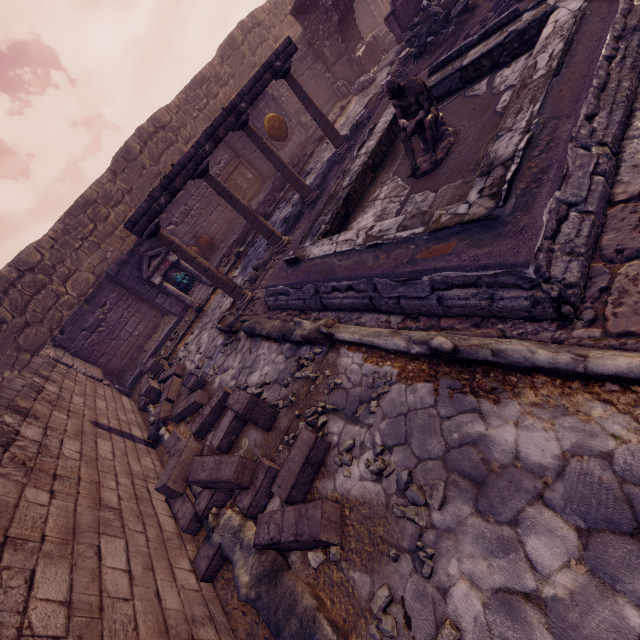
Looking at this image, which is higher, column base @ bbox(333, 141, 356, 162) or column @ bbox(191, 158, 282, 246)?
column @ bbox(191, 158, 282, 246)

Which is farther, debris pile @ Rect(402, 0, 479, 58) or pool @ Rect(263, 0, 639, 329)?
debris pile @ Rect(402, 0, 479, 58)

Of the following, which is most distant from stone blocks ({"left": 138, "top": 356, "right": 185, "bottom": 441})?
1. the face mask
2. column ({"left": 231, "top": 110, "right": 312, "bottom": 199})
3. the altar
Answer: column ({"left": 231, "top": 110, "right": 312, "bottom": 199})

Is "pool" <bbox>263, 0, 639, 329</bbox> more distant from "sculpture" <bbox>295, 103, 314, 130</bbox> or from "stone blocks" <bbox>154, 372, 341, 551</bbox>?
"sculpture" <bbox>295, 103, 314, 130</bbox>

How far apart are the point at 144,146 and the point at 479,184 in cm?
1532

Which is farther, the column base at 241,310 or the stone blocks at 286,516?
the column base at 241,310

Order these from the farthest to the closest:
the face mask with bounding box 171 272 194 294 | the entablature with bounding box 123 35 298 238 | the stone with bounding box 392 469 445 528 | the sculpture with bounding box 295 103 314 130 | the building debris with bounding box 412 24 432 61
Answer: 1. the sculpture with bounding box 295 103 314 130
2. the face mask with bounding box 171 272 194 294
3. the building debris with bounding box 412 24 432 61
4. the entablature with bounding box 123 35 298 238
5. the stone with bounding box 392 469 445 528

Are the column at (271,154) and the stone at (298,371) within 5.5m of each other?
yes
